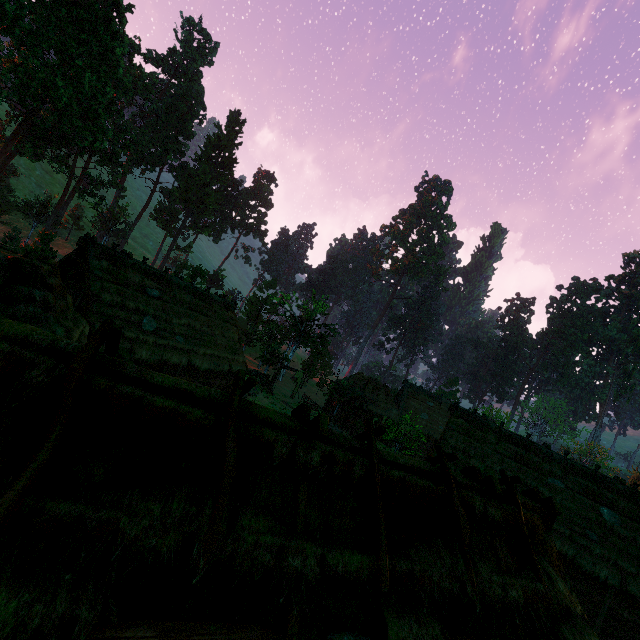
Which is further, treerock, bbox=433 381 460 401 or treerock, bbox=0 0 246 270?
treerock, bbox=433 381 460 401

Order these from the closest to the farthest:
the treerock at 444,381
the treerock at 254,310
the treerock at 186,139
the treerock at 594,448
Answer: the treerock at 186,139
the treerock at 254,310
the treerock at 444,381
the treerock at 594,448

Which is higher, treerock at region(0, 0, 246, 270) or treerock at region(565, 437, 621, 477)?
treerock at region(0, 0, 246, 270)

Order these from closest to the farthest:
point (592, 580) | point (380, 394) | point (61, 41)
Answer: point (592, 580)
point (61, 41)
point (380, 394)

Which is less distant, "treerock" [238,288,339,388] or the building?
the building

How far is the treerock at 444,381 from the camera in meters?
51.6 m

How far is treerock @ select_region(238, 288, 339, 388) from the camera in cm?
3841
